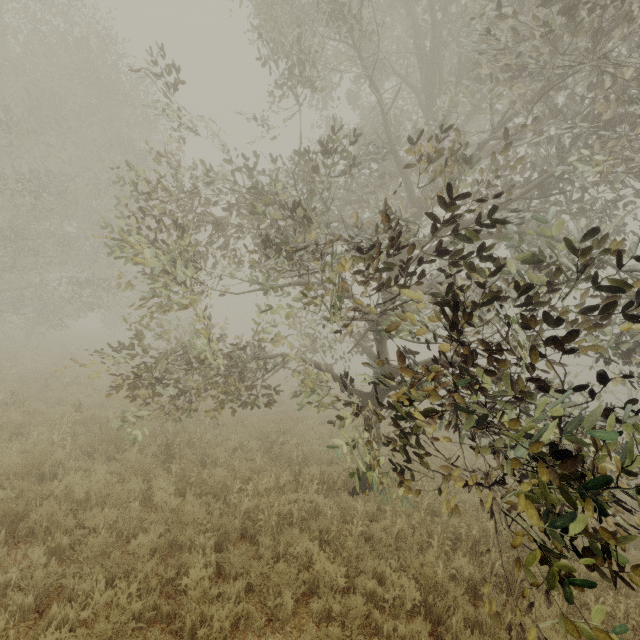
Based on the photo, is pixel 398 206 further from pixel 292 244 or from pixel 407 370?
pixel 292 244

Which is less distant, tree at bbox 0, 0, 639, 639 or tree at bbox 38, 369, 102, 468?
tree at bbox 0, 0, 639, 639

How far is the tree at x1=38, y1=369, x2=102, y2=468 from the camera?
7.15m

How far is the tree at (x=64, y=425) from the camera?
7.2 meters

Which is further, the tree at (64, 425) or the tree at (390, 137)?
the tree at (64, 425)

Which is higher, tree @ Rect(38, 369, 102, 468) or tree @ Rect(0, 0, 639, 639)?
tree @ Rect(0, 0, 639, 639)
